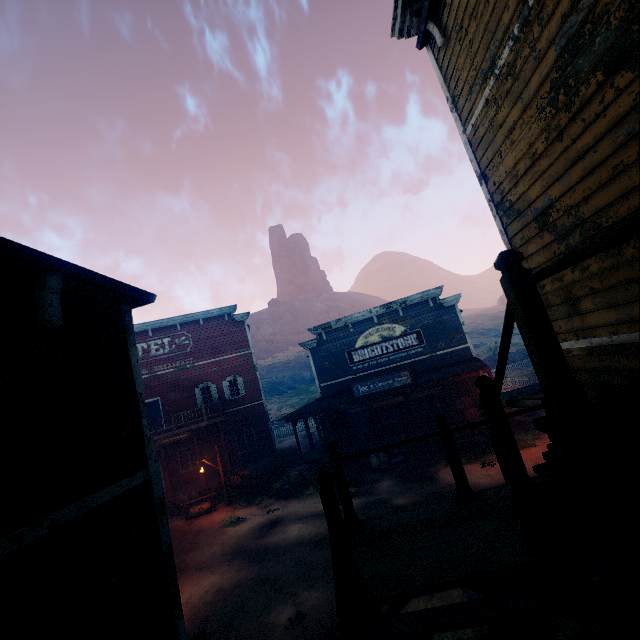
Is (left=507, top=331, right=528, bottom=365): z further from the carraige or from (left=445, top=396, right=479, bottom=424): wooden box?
(left=445, top=396, right=479, bottom=424): wooden box

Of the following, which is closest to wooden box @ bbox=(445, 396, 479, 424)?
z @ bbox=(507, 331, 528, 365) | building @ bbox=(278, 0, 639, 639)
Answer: building @ bbox=(278, 0, 639, 639)

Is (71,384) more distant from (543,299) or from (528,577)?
(543,299)

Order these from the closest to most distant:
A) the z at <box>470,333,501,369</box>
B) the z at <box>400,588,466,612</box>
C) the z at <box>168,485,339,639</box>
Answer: the z at <box>400,588,466,612</box> < the z at <box>168,485,339,639</box> < the z at <box>470,333,501,369</box>

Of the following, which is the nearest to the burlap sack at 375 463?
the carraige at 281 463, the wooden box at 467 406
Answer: the wooden box at 467 406

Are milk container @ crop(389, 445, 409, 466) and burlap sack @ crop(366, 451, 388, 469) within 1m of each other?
yes

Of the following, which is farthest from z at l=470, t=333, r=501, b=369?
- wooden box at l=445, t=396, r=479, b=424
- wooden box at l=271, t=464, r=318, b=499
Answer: wooden box at l=445, t=396, r=479, b=424

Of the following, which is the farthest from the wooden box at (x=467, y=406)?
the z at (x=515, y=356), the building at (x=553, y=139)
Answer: the z at (x=515, y=356)
